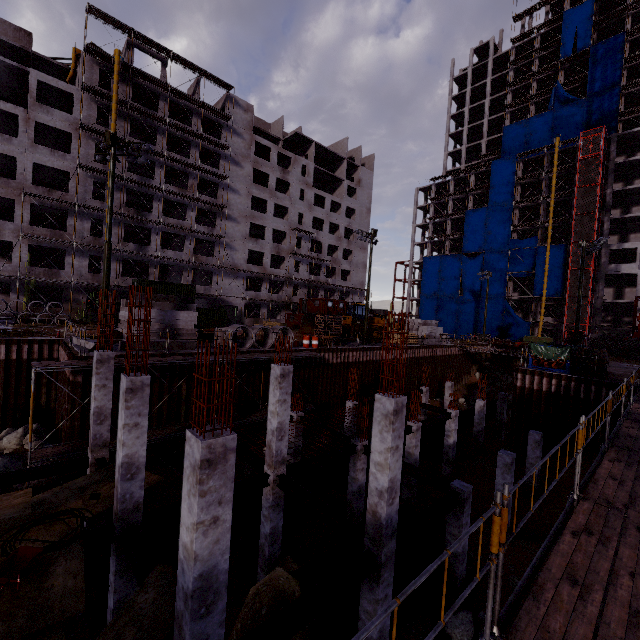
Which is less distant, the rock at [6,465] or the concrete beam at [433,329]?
the rock at [6,465]

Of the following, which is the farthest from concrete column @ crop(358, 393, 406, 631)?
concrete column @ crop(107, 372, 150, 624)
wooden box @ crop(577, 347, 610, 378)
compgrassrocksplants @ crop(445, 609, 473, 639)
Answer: wooden box @ crop(577, 347, 610, 378)

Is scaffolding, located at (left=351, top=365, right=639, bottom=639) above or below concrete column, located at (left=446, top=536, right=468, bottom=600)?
above

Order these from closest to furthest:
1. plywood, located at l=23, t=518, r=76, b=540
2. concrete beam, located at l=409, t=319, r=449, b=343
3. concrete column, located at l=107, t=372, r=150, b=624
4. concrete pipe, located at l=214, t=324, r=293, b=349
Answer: plywood, located at l=23, t=518, r=76, b=540, concrete column, located at l=107, t=372, r=150, b=624, concrete pipe, located at l=214, t=324, r=293, b=349, concrete beam, located at l=409, t=319, r=449, b=343

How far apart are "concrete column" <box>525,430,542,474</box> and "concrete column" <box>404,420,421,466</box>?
6.2m

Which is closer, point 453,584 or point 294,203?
point 453,584

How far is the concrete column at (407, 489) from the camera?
18.8m

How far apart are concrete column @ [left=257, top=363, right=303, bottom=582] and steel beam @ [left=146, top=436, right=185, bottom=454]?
4.48m
